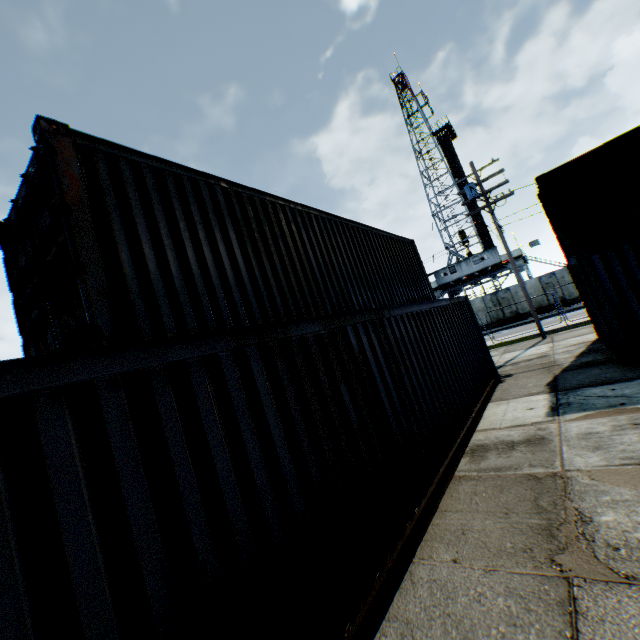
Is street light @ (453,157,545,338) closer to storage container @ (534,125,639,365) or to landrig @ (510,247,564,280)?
storage container @ (534,125,639,365)

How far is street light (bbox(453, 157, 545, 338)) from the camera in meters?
16.0 m

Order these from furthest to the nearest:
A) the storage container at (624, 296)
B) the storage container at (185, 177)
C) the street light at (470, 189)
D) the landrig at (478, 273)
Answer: the landrig at (478, 273), the street light at (470, 189), the storage container at (624, 296), the storage container at (185, 177)

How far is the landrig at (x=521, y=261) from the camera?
34.1 meters

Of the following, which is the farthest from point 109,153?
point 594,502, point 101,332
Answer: point 594,502

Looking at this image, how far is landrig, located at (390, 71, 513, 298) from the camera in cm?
3562

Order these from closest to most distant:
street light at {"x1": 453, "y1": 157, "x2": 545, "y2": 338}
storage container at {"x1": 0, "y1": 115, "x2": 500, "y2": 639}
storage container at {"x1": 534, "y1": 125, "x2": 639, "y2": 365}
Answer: storage container at {"x1": 0, "y1": 115, "x2": 500, "y2": 639} < storage container at {"x1": 534, "y1": 125, "x2": 639, "y2": 365} < street light at {"x1": 453, "y1": 157, "x2": 545, "y2": 338}

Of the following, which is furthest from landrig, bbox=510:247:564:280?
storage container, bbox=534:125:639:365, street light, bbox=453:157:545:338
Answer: storage container, bbox=534:125:639:365
